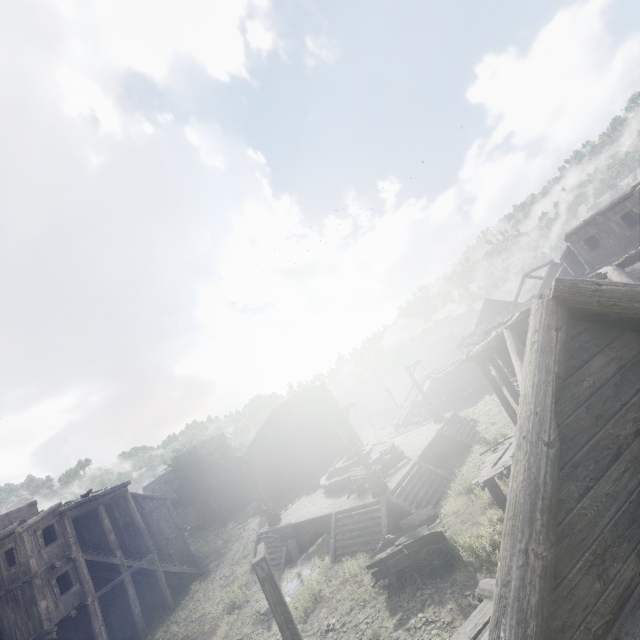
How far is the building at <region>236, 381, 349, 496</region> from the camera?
37.38m

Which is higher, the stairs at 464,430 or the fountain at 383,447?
the fountain at 383,447

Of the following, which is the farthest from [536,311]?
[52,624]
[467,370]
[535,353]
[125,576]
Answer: [467,370]

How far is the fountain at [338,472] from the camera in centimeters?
2095cm

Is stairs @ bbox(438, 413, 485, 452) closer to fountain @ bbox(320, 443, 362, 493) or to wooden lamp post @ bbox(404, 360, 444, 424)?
wooden lamp post @ bbox(404, 360, 444, 424)

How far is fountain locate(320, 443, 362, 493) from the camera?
21.0m

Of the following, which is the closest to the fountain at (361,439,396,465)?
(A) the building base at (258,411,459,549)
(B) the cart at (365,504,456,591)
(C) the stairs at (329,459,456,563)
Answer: (A) the building base at (258,411,459,549)

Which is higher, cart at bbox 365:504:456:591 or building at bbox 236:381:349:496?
building at bbox 236:381:349:496
